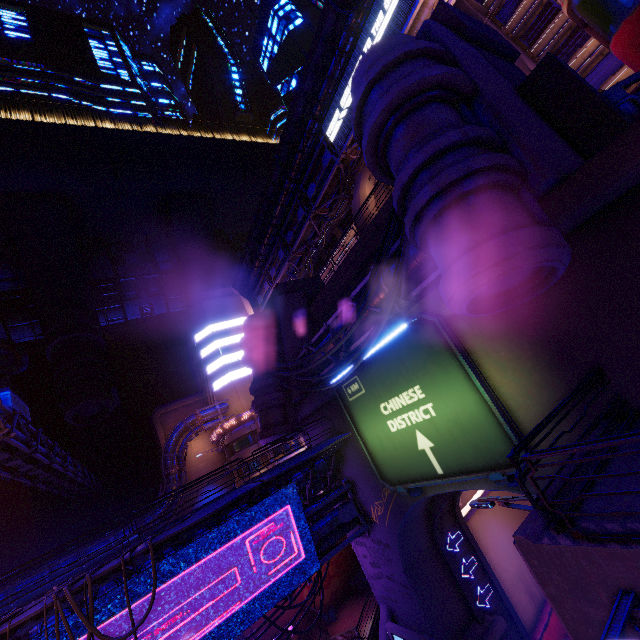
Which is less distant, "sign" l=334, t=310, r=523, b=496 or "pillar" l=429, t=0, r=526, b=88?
"sign" l=334, t=310, r=523, b=496

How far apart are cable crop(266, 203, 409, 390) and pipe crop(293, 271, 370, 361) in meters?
1.0

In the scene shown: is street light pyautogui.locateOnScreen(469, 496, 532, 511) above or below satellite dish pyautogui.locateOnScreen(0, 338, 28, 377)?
below

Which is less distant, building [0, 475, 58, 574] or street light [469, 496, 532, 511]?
street light [469, 496, 532, 511]

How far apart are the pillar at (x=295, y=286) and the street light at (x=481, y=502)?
18.03m

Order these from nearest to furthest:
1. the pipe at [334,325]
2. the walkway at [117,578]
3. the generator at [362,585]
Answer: the walkway at [117,578] < the pipe at [334,325] < the generator at [362,585]

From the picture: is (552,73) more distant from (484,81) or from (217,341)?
(217,341)

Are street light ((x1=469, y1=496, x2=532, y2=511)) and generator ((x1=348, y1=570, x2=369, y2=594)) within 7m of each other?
no
